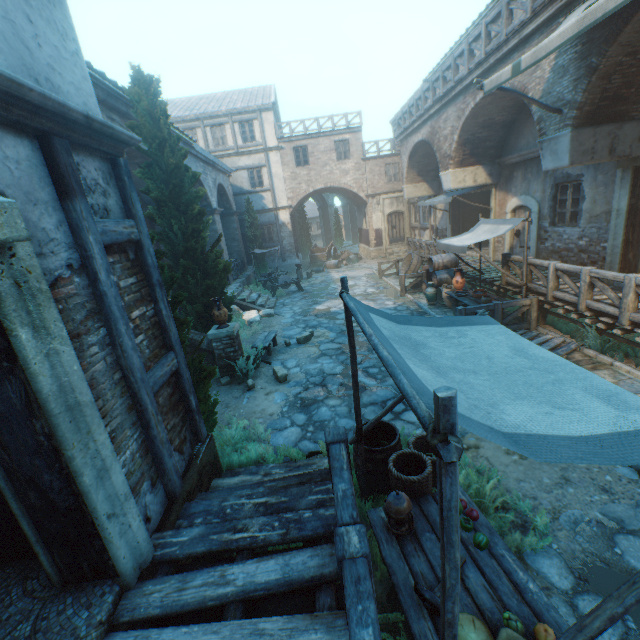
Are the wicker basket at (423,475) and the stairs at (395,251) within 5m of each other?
no

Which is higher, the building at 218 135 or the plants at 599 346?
the building at 218 135

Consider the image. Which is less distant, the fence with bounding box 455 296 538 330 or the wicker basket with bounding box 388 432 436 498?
the wicker basket with bounding box 388 432 436 498

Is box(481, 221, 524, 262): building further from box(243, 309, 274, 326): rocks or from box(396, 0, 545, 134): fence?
box(243, 309, 274, 326): rocks

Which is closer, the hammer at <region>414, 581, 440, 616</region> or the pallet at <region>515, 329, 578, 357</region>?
the hammer at <region>414, 581, 440, 616</region>

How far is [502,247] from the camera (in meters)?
13.32

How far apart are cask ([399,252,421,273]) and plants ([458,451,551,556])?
12.52m

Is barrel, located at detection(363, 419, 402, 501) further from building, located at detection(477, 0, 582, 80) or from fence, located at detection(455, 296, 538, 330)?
fence, located at detection(455, 296, 538, 330)
